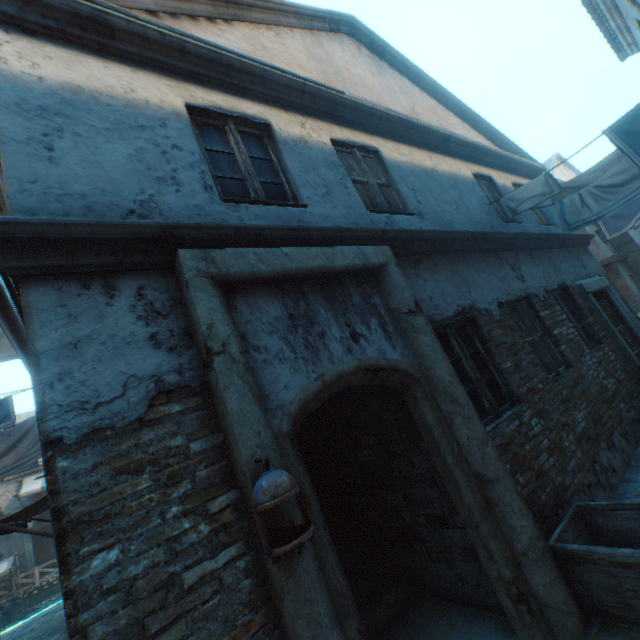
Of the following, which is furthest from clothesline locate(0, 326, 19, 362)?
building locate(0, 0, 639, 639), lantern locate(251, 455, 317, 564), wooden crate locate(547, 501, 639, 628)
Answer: wooden crate locate(547, 501, 639, 628)

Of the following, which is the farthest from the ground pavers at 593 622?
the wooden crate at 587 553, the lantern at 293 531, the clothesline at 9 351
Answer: the clothesline at 9 351

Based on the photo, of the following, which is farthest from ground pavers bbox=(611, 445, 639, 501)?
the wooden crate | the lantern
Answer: the lantern

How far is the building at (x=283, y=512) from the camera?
1.8m

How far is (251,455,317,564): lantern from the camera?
1.6m

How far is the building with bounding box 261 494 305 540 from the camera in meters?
1.8 m

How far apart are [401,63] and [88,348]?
9.17m

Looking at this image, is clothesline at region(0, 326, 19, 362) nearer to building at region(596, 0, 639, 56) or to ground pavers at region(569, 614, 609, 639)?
building at region(596, 0, 639, 56)
